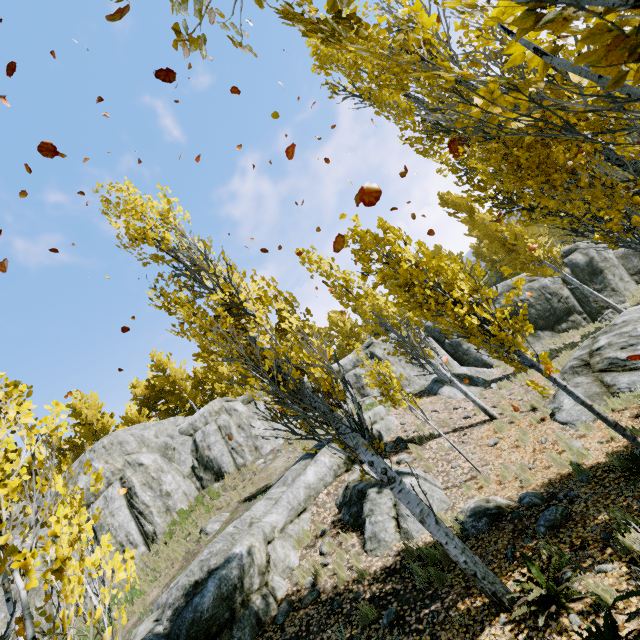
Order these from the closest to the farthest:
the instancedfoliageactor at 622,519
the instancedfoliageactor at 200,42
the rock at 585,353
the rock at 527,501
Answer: the instancedfoliageactor at 200,42, the instancedfoliageactor at 622,519, the rock at 527,501, the rock at 585,353

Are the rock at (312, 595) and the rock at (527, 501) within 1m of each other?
no

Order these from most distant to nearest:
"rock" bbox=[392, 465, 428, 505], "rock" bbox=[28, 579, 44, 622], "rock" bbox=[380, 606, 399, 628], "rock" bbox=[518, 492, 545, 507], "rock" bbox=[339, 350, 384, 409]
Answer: "rock" bbox=[339, 350, 384, 409], "rock" bbox=[28, 579, 44, 622], "rock" bbox=[392, 465, 428, 505], "rock" bbox=[518, 492, 545, 507], "rock" bbox=[380, 606, 399, 628]

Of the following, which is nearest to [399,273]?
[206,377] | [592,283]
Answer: [592,283]

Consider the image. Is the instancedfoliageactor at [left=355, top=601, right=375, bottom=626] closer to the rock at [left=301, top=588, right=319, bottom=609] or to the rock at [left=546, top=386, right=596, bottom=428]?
the rock at [left=546, top=386, right=596, bottom=428]

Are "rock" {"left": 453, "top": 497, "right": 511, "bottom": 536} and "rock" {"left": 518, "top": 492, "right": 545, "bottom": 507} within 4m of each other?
yes

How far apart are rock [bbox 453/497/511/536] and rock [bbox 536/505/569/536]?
0.80m

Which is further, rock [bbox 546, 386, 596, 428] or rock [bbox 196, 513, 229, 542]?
rock [bbox 196, 513, 229, 542]
